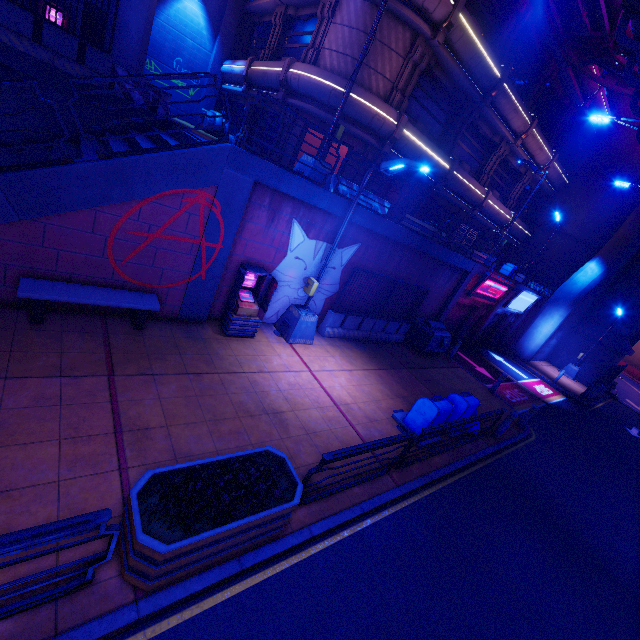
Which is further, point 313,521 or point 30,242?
point 30,242

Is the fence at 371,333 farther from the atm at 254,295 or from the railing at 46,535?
the railing at 46,535

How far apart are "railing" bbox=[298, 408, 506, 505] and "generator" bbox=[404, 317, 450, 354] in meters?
8.1 m

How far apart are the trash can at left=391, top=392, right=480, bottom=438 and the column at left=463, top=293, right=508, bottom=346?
12.7 meters

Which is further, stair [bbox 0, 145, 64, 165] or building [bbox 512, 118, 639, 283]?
building [bbox 512, 118, 639, 283]

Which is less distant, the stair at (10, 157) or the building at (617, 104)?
the stair at (10, 157)

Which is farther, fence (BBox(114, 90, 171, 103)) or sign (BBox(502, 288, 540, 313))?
sign (BBox(502, 288, 540, 313))

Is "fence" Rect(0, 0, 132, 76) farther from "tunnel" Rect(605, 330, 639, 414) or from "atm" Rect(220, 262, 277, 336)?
"tunnel" Rect(605, 330, 639, 414)
